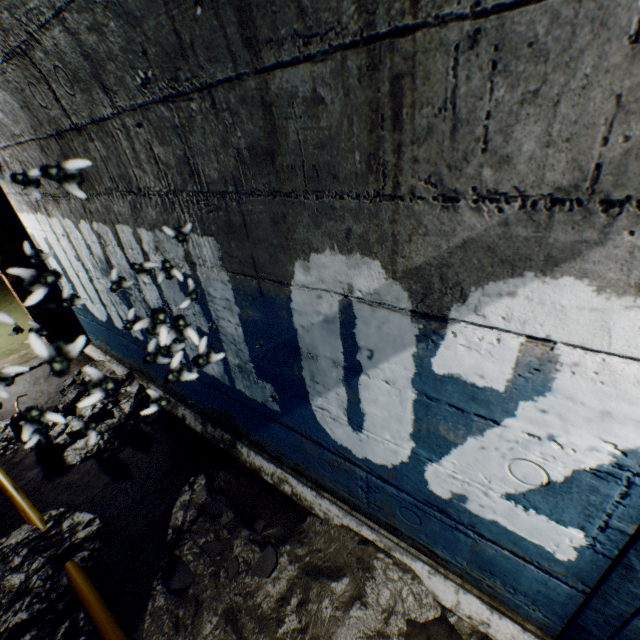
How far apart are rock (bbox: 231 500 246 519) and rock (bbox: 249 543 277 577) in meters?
0.3 m

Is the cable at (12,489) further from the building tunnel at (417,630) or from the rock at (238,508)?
the rock at (238,508)

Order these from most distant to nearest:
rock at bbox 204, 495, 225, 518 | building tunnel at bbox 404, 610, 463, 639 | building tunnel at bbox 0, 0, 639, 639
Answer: rock at bbox 204, 495, 225, 518 → building tunnel at bbox 404, 610, 463, 639 → building tunnel at bbox 0, 0, 639, 639

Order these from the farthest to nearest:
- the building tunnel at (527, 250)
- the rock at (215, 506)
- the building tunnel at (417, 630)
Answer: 1. the rock at (215, 506)
2. the building tunnel at (417, 630)
3. the building tunnel at (527, 250)

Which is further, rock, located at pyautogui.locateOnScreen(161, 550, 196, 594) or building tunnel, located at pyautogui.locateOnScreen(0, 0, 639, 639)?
rock, located at pyautogui.locateOnScreen(161, 550, 196, 594)

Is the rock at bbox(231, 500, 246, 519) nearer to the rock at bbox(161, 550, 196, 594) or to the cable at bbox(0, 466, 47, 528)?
the rock at bbox(161, 550, 196, 594)

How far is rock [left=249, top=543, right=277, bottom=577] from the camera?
1.7m

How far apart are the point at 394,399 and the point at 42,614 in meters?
2.2 m
